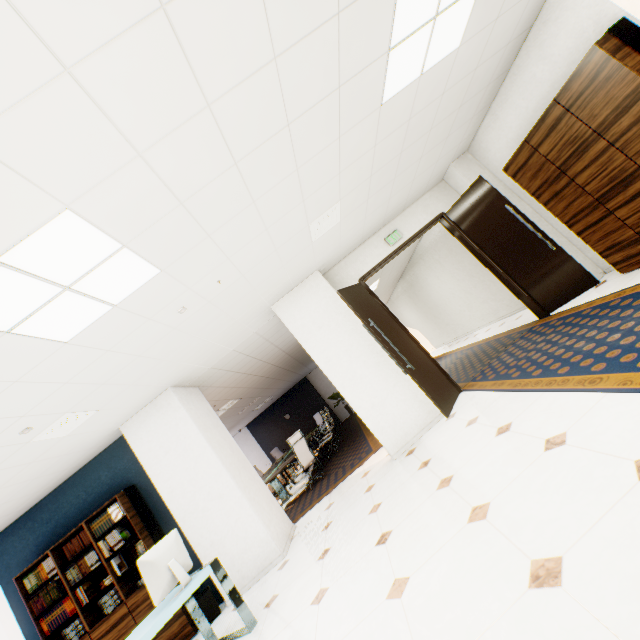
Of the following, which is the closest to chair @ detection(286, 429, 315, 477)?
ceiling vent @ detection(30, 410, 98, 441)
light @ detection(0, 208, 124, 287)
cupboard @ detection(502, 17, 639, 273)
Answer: ceiling vent @ detection(30, 410, 98, 441)

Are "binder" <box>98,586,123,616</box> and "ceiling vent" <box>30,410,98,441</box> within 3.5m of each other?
yes

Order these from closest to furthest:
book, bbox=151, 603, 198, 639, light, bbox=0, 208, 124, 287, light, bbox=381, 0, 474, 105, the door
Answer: light, bbox=0, 208, 124, 287, light, bbox=381, 0, 474, 105, book, bbox=151, 603, 198, 639, the door

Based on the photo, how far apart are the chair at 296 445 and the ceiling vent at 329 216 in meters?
4.8

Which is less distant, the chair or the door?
the door

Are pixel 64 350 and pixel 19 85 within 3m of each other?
yes

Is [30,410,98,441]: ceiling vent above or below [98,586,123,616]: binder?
above

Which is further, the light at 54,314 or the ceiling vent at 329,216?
the ceiling vent at 329,216
